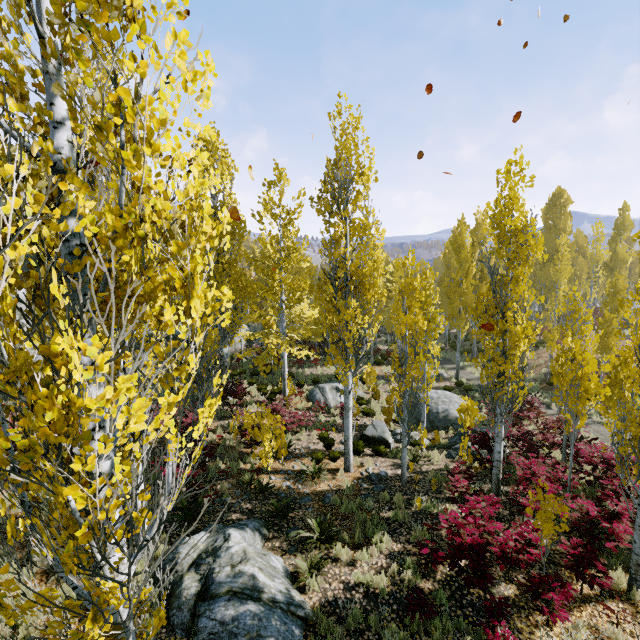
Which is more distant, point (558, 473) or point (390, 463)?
point (390, 463)

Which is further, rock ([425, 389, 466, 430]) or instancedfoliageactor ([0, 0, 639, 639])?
rock ([425, 389, 466, 430])

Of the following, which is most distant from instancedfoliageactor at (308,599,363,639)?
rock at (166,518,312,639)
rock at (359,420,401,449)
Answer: rock at (359,420,401,449)

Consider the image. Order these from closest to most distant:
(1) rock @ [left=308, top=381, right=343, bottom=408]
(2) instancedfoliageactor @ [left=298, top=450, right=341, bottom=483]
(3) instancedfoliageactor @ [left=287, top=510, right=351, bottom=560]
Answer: (3) instancedfoliageactor @ [left=287, top=510, right=351, bottom=560] < (2) instancedfoliageactor @ [left=298, top=450, right=341, bottom=483] < (1) rock @ [left=308, top=381, right=343, bottom=408]

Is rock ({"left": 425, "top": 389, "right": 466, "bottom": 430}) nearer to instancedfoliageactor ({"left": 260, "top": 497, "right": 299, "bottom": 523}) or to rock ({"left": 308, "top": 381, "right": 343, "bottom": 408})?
instancedfoliageactor ({"left": 260, "top": 497, "right": 299, "bottom": 523})

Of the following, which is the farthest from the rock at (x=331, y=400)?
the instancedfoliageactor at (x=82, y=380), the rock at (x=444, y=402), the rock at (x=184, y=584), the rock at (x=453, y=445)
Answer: the rock at (x=184, y=584)

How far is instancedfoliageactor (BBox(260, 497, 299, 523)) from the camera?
8.9m

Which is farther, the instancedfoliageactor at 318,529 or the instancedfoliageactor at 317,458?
the instancedfoliageactor at 317,458
